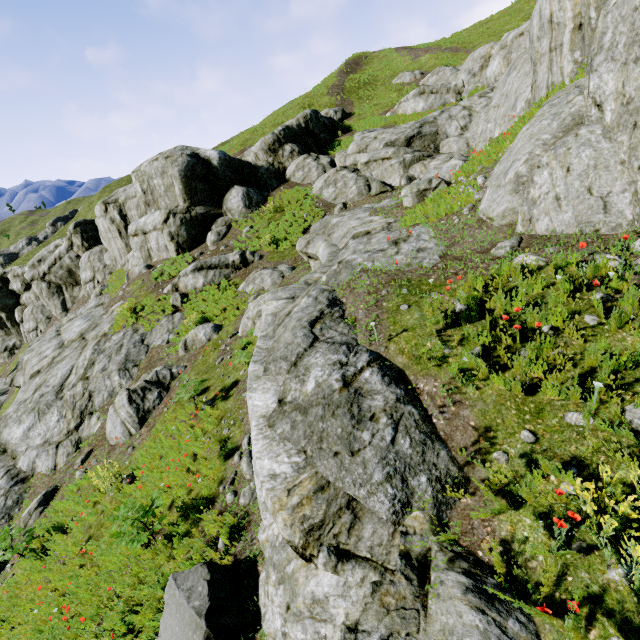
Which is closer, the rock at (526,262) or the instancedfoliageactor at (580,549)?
the instancedfoliageactor at (580,549)

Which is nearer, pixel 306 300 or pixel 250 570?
pixel 250 570

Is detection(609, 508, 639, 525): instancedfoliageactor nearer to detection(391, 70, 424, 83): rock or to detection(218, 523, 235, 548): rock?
detection(218, 523, 235, 548): rock

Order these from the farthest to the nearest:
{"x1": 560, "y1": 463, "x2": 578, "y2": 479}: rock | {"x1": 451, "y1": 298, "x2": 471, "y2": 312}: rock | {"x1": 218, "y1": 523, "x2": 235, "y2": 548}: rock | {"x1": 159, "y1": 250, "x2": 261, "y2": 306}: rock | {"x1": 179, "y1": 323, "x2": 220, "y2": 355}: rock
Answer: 1. {"x1": 159, "y1": 250, "x2": 261, "y2": 306}: rock
2. {"x1": 179, "y1": 323, "x2": 220, "y2": 355}: rock
3. {"x1": 218, "y1": 523, "x2": 235, "y2": 548}: rock
4. {"x1": 451, "y1": 298, "x2": 471, "y2": 312}: rock
5. {"x1": 560, "y1": 463, "x2": 578, "y2": 479}: rock

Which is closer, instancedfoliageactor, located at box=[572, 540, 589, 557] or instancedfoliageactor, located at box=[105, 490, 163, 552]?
instancedfoliageactor, located at box=[572, 540, 589, 557]

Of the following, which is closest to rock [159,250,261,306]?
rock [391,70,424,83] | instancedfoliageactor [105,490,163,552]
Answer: instancedfoliageactor [105,490,163,552]
